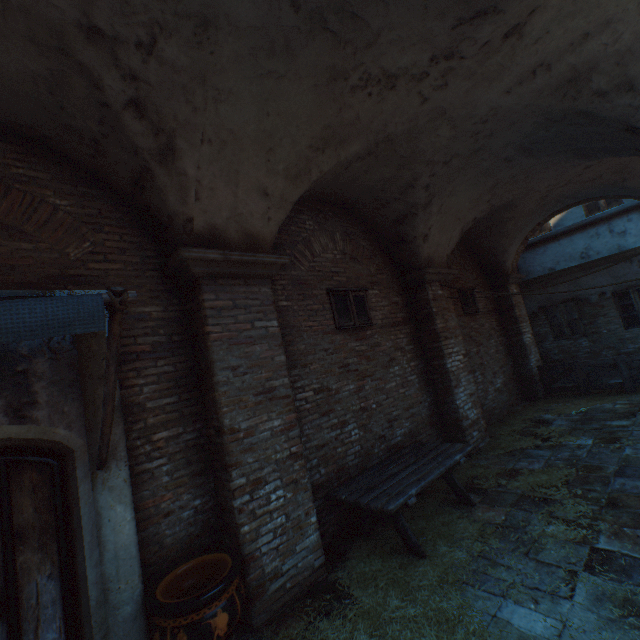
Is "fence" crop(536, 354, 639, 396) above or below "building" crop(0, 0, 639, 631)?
below

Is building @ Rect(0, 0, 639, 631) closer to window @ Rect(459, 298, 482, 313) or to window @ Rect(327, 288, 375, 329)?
window @ Rect(327, 288, 375, 329)

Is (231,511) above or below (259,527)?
above

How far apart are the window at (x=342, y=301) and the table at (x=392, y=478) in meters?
2.3 m

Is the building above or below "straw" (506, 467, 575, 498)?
above

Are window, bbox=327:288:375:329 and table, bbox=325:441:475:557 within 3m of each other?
yes

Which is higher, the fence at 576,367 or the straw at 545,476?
the fence at 576,367

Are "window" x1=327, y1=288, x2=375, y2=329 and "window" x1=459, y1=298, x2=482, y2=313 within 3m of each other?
no
